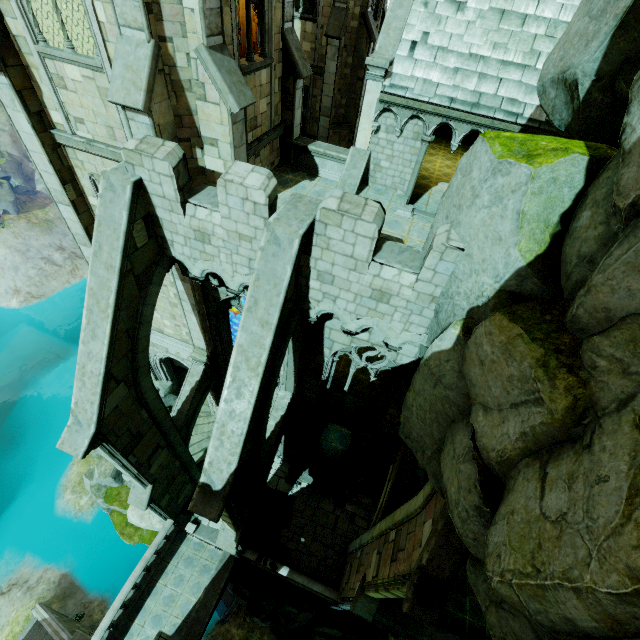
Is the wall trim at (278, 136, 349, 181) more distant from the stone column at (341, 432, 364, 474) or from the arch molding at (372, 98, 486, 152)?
the stone column at (341, 432, 364, 474)

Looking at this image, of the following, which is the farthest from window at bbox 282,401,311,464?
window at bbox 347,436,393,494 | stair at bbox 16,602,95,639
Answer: stair at bbox 16,602,95,639

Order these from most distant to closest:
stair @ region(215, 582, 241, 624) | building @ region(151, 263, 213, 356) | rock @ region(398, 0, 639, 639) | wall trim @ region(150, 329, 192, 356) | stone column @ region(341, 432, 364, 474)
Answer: stair @ region(215, 582, 241, 624)
stone column @ region(341, 432, 364, 474)
wall trim @ region(150, 329, 192, 356)
building @ region(151, 263, 213, 356)
rock @ region(398, 0, 639, 639)

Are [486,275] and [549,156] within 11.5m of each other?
yes

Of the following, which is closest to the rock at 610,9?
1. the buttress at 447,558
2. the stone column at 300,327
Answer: the buttress at 447,558

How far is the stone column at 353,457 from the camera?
16.54m

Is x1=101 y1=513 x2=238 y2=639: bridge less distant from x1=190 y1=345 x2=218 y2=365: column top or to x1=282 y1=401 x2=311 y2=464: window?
x1=282 y1=401 x2=311 y2=464: window

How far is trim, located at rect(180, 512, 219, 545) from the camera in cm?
1712
